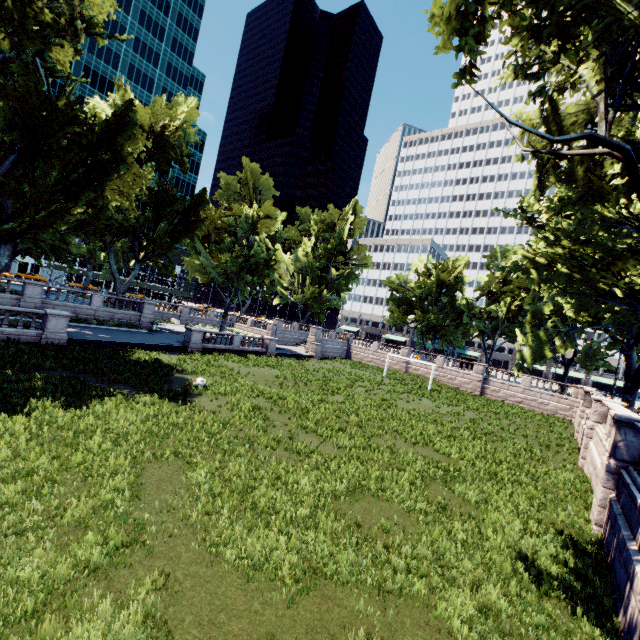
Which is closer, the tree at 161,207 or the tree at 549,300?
the tree at 549,300

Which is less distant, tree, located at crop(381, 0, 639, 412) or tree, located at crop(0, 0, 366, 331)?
tree, located at crop(381, 0, 639, 412)

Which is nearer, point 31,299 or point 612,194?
point 612,194
